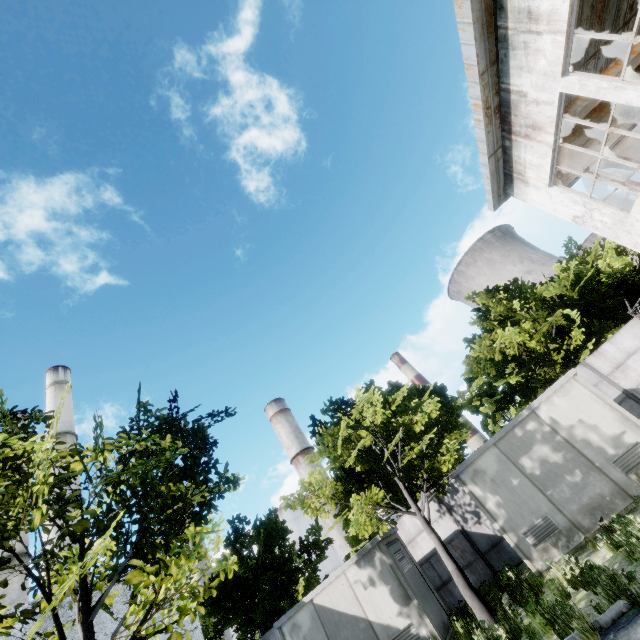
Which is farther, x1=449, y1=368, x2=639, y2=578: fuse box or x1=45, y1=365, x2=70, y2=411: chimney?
x1=45, y1=365, x2=70, y2=411: chimney

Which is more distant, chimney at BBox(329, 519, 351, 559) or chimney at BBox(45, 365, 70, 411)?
chimney at BBox(329, 519, 351, 559)

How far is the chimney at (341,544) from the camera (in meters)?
56.31

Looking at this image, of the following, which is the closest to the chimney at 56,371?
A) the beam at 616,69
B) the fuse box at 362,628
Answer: the fuse box at 362,628

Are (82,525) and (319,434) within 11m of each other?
yes

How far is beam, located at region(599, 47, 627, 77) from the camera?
9.8 meters

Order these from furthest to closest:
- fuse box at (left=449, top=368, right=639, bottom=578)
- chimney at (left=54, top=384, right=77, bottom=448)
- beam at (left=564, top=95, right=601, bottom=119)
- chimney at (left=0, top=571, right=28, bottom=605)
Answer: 1. chimney at (left=54, top=384, right=77, bottom=448)
2. chimney at (left=0, top=571, right=28, bottom=605)
3. beam at (left=564, top=95, right=601, bottom=119)
4. fuse box at (left=449, top=368, right=639, bottom=578)

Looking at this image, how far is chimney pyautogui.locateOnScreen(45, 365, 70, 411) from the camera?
29.89m
